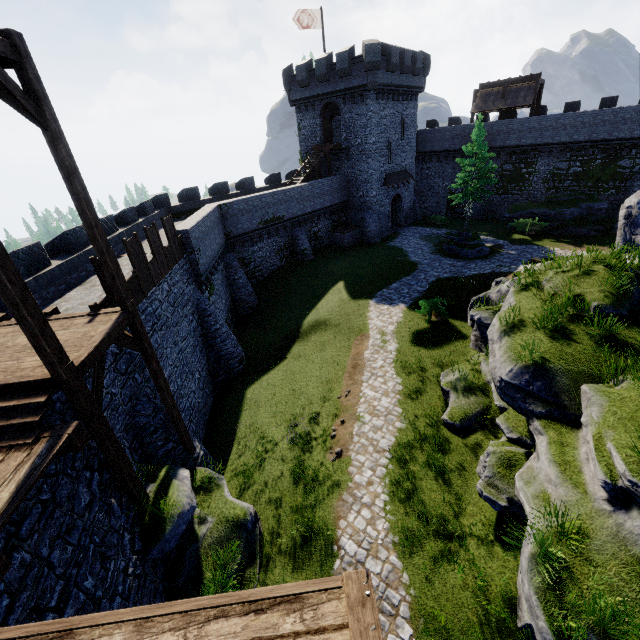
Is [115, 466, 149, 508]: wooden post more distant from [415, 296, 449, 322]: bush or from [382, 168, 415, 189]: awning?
[382, 168, 415, 189]: awning

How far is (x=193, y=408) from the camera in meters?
15.6

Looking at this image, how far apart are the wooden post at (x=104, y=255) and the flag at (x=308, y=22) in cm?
3228

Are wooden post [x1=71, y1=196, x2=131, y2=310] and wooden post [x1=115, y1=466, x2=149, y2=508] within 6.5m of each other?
yes

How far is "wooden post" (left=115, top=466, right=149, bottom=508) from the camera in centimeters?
784cm

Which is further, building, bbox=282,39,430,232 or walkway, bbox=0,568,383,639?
building, bbox=282,39,430,232

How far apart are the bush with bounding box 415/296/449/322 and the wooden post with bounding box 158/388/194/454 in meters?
13.3 m

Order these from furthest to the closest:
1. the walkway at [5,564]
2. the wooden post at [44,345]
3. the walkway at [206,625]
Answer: the wooden post at [44,345] < the walkway at [5,564] < the walkway at [206,625]
